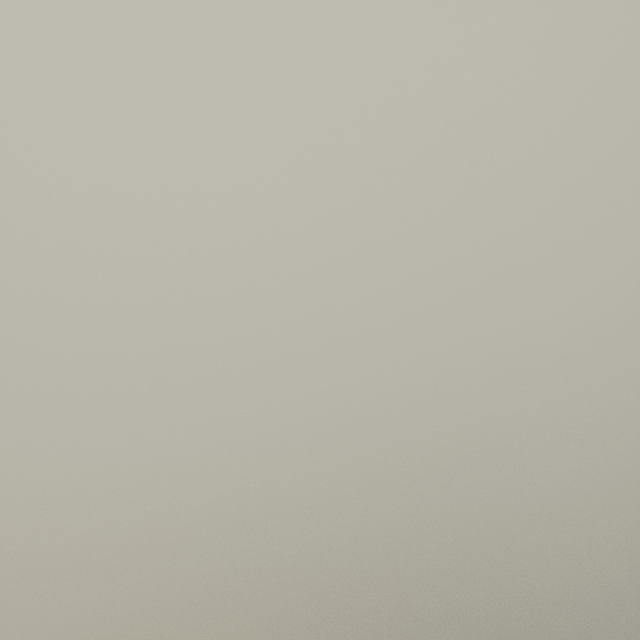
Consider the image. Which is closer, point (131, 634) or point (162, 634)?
point (131, 634)
